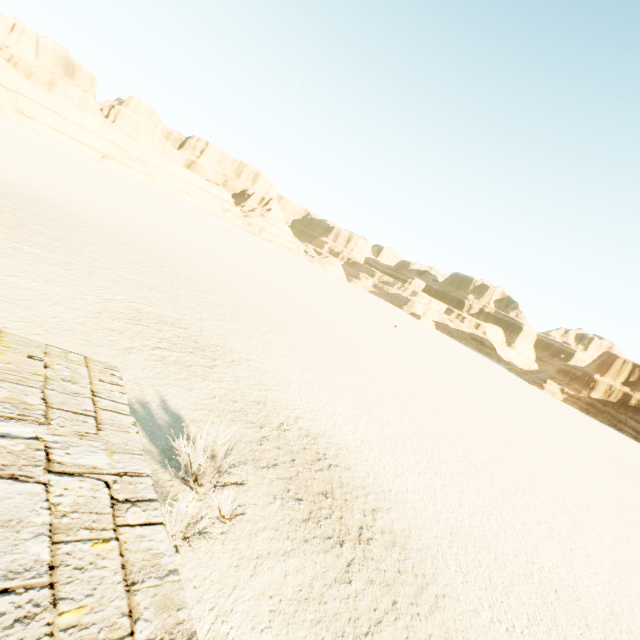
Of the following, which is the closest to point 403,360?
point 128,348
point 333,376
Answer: point 333,376
